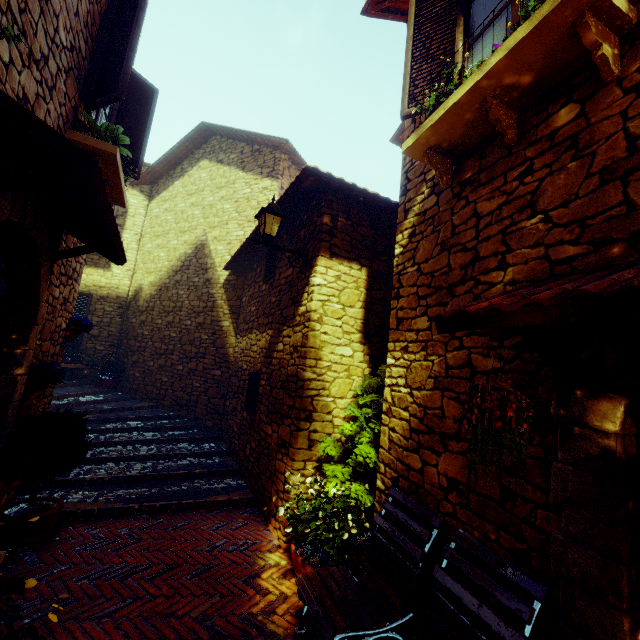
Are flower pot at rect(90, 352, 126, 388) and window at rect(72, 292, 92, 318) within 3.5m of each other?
yes

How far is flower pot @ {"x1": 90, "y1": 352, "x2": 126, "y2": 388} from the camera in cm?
944

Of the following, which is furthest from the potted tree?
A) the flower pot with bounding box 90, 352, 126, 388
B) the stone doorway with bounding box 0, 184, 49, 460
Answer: the flower pot with bounding box 90, 352, 126, 388

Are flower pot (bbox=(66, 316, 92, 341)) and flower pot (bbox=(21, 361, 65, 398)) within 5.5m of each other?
yes

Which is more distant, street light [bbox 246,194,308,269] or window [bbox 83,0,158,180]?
street light [bbox 246,194,308,269]

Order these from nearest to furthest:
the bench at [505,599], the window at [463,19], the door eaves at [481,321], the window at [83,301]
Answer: the door eaves at [481,321]
the bench at [505,599]
the window at [463,19]
the window at [83,301]

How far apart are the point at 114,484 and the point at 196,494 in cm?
123

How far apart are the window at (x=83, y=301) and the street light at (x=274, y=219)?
8.4 meters
